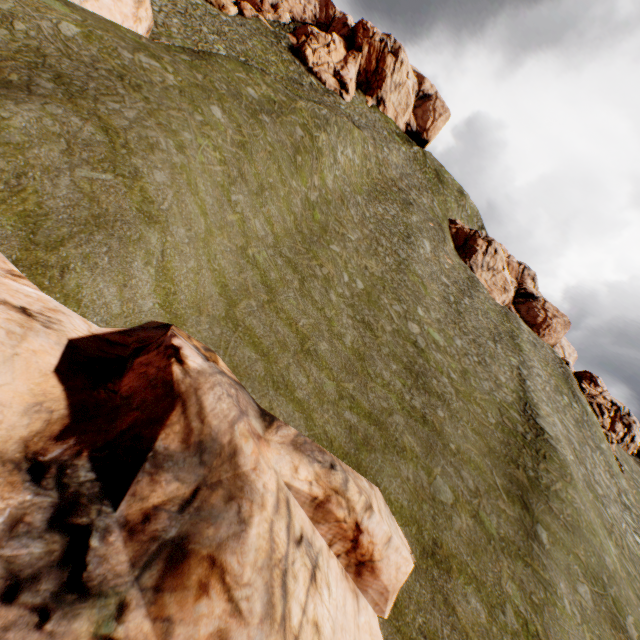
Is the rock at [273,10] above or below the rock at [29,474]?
above

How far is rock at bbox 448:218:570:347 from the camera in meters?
48.0 m

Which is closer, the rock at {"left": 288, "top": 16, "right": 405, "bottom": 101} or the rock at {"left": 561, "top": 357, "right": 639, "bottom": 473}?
the rock at {"left": 561, "top": 357, "right": 639, "bottom": 473}

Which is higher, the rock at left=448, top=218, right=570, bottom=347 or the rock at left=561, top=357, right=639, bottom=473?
the rock at left=448, top=218, right=570, bottom=347

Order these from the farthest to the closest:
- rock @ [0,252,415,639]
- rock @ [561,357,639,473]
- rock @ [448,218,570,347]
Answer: rock @ [448,218,570,347], rock @ [561,357,639,473], rock @ [0,252,415,639]

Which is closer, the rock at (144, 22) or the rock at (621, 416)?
the rock at (144, 22)

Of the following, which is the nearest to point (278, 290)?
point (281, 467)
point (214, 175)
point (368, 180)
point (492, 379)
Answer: point (214, 175)
